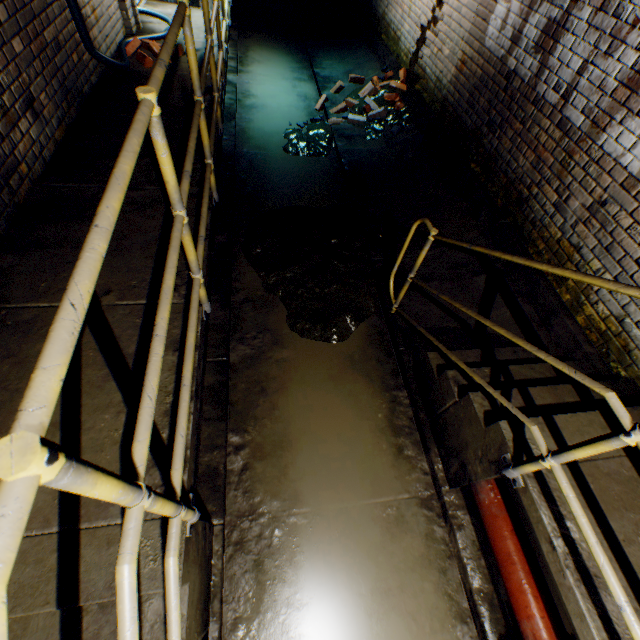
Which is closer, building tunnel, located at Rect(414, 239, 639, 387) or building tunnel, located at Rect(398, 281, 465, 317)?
building tunnel, located at Rect(414, 239, 639, 387)

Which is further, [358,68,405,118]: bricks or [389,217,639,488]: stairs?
[358,68,405,118]: bricks

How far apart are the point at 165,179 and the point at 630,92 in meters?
3.4

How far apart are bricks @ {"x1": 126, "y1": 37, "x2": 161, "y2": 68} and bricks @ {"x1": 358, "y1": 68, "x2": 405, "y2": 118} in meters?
2.4 m

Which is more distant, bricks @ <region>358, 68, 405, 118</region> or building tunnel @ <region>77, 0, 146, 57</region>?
bricks @ <region>358, 68, 405, 118</region>

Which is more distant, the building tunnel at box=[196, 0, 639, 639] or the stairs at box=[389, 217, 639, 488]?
the building tunnel at box=[196, 0, 639, 639]

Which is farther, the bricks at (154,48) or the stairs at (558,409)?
the bricks at (154,48)

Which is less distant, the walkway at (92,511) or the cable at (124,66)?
the walkway at (92,511)
